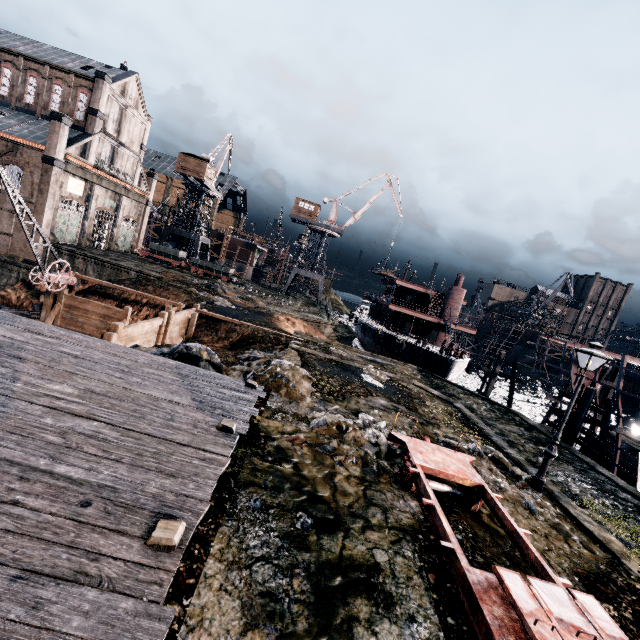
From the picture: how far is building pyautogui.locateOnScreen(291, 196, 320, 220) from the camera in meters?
55.5

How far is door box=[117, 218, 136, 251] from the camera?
49.2m

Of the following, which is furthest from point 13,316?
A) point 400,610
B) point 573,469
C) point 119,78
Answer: point 119,78

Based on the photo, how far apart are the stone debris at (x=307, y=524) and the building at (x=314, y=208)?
53.23m

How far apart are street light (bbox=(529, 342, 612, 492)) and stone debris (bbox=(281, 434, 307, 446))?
8.9 meters

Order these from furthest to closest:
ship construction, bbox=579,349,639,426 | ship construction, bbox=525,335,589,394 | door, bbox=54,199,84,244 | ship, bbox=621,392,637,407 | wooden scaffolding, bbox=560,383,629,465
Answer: ship, bbox=621,392,637,407 → door, bbox=54,199,84,244 → ship construction, bbox=525,335,589,394 → ship construction, bbox=579,349,639,426 → wooden scaffolding, bbox=560,383,629,465

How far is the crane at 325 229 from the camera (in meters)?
56.09

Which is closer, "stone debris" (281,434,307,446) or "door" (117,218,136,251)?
"stone debris" (281,434,307,446)
